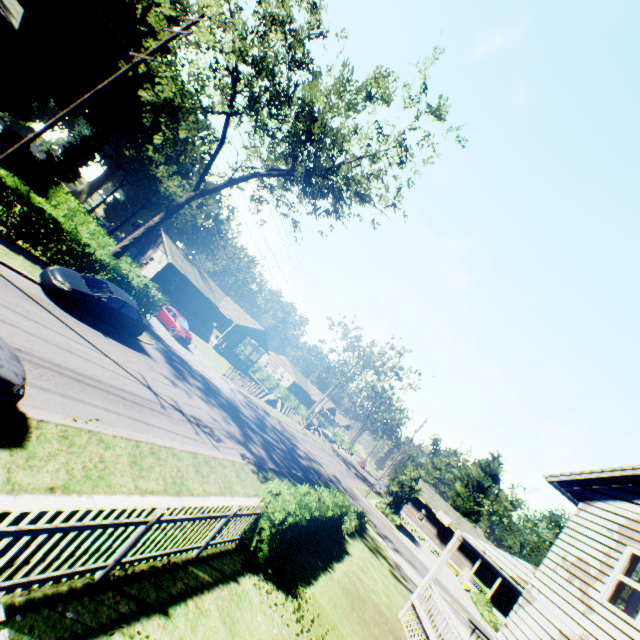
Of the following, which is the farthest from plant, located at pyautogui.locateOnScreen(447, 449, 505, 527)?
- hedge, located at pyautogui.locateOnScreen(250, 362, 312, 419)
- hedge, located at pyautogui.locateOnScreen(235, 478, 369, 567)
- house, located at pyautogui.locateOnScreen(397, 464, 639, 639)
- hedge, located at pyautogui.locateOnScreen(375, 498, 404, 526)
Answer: hedge, located at pyautogui.locateOnScreen(250, 362, 312, 419)

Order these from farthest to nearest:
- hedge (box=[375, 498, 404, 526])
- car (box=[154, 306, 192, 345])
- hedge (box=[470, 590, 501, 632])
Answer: hedge (box=[375, 498, 404, 526]) < hedge (box=[470, 590, 501, 632]) < car (box=[154, 306, 192, 345])

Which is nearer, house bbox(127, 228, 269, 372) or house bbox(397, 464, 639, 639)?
house bbox(397, 464, 639, 639)

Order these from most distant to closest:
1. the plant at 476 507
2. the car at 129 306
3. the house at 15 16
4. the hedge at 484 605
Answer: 1. the plant at 476 507
2. the hedge at 484 605
3. the house at 15 16
4. the car at 129 306

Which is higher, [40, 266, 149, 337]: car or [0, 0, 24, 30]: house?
[0, 0, 24, 30]: house

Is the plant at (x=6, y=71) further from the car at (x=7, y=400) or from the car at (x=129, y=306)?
the car at (x=129, y=306)

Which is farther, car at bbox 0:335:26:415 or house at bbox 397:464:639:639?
house at bbox 397:464:639:639

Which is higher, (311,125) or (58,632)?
(311,125)
